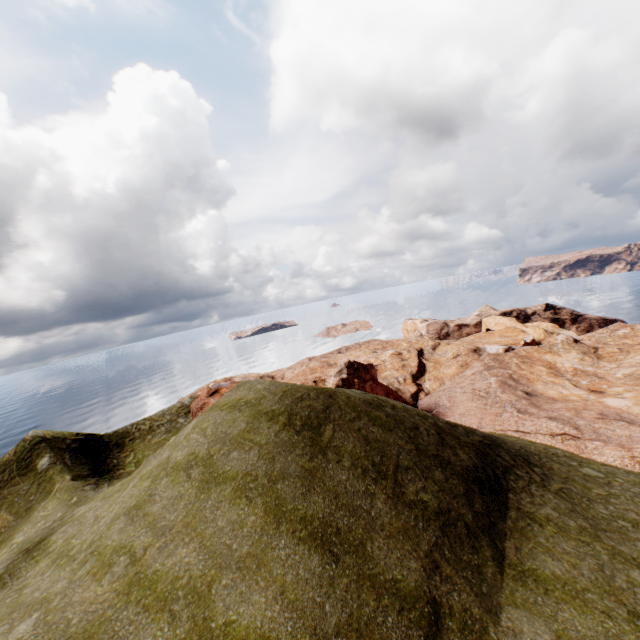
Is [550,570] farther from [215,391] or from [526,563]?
[215,391]
